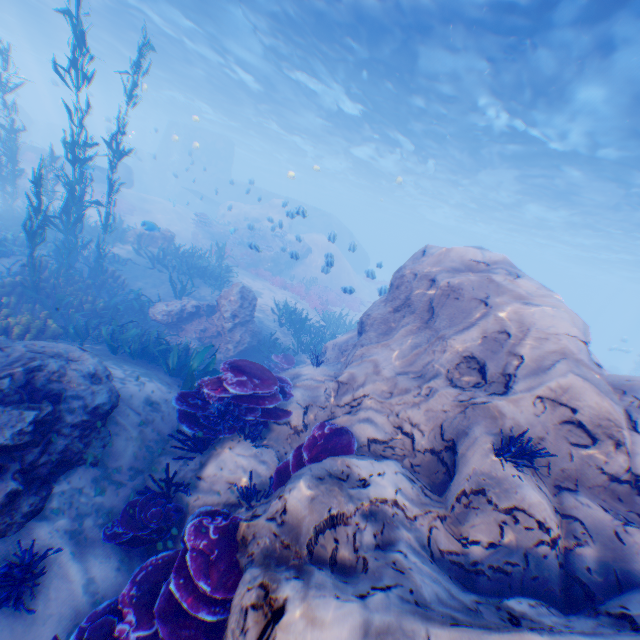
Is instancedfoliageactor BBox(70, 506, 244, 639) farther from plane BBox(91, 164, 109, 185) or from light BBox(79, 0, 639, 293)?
plane BBox(91, 164, 109, 185)

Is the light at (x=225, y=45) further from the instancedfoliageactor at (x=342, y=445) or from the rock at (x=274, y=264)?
the instancedfoliageactor at (x=342, y=445)

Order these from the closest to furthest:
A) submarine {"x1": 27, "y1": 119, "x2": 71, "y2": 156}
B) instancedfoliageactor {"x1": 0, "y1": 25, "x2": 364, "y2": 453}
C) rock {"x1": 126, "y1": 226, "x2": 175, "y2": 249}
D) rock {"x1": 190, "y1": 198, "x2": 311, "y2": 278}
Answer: instancedfoliageactor {"x1": 0, "y1": 25, "x2": 364, "y2": 453} → rock {"x1": 126, "y1": 226, "x2": 175, "y2": 249} → rock {"x1": 190, "y1": 198, "x2": 311, "y2": 278} → submarine {"x1": 27, "y1": 119, "x2": 71, "y2": 156}

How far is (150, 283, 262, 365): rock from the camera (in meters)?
10.75

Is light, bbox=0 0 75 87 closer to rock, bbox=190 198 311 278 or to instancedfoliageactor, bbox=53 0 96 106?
rock, bbox=190 198 311 278

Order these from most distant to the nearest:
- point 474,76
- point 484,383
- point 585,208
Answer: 1. point 585,208
2. point 474,76
3. point 484,383

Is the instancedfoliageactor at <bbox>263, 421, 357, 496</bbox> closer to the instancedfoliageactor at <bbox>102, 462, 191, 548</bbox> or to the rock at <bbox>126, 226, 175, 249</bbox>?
the rock at <bbox>126, 226, 175, 249</bbox>

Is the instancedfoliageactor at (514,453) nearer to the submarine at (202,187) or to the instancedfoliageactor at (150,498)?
the submarine at (202,187)
